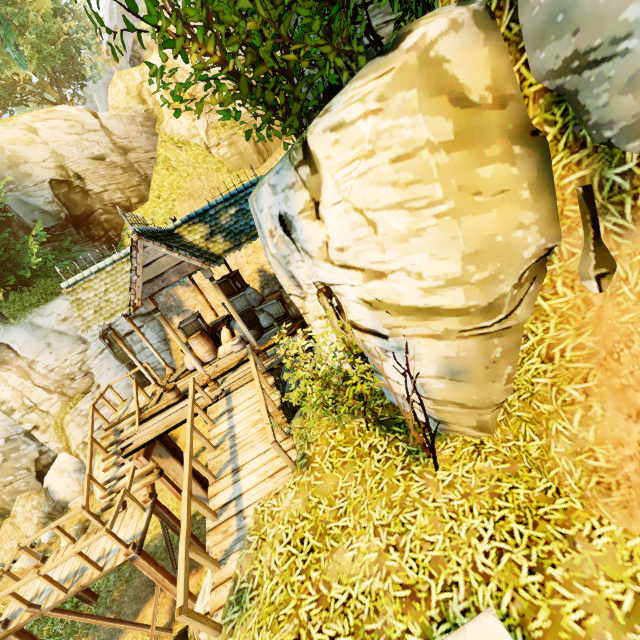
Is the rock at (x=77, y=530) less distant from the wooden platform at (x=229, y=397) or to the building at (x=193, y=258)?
the wooden platform at (x=229, y=397)

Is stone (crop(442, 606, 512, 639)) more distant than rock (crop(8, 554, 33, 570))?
No

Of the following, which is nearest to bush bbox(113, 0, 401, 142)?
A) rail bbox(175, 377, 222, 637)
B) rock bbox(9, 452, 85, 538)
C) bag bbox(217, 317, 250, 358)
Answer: rail bbox(175, 377, 222, 637)

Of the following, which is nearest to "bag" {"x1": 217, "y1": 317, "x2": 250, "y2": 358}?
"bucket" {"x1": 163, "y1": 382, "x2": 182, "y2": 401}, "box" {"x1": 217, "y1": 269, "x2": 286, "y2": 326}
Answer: "box" {"x1": 217, "y1": 269, "x2": 286, "y2": 326}

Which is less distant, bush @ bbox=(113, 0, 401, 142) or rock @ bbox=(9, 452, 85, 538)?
bush @ bbox=(113, 0, 401, 142)

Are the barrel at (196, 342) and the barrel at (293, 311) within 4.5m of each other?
yes

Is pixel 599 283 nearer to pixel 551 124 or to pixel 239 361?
pixel 551 124

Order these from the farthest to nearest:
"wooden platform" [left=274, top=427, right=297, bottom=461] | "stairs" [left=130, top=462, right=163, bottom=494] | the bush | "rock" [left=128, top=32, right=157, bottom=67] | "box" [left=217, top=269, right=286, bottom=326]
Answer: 1. "rock" [left=128, top=32, right=157, bottom=67]
2. "box" [left=217, top=269, right=286, bottom=326]
3. "stairs" [left=130, top=462, right=163, bottom=494]
4. "wooden platform" [left=274, top=427, right=297, bottom=461]
5. the bush
